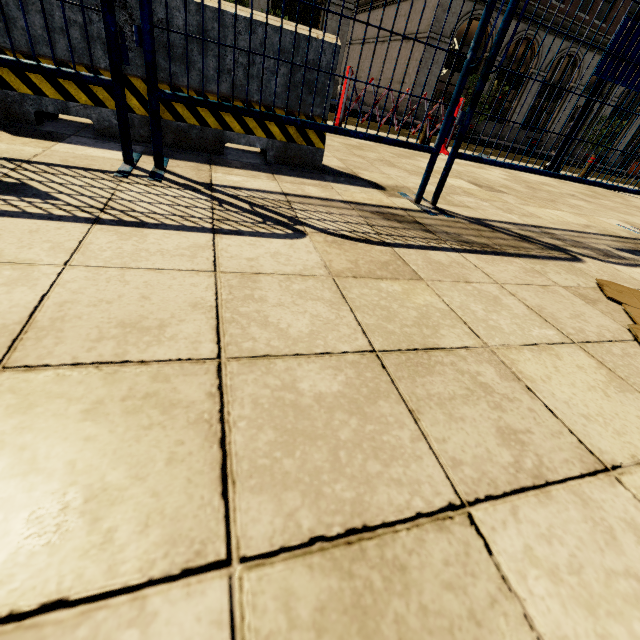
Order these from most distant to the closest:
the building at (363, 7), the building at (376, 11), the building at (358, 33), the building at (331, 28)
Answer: the building at (358, 33) → the building at (363, 7) → the building at (376, 11) → the building at (331, 28)

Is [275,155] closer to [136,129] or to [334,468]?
[136,129]

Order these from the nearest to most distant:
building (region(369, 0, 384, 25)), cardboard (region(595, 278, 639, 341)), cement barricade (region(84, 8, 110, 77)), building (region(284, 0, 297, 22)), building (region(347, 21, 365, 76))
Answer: cardboard (region(595, 278, 639, 341)) → cement barricade (region(84, 8, 110, 77)) → building (region(284, 0, 297, 22)) → building (region(369, 0, 384, 25)) → building (region(347, 21, 365, 76))

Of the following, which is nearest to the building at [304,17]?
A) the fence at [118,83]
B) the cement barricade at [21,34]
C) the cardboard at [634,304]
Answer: the cement barricade at [21,34]

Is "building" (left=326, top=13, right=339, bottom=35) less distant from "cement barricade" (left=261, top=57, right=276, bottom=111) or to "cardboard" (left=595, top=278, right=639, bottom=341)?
"cement barricade" (left=261, top=57, right=276, bottom=111)

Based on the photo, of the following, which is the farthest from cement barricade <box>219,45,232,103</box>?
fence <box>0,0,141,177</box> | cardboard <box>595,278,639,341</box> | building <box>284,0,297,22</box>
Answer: building <box>284,0,297,22</box>

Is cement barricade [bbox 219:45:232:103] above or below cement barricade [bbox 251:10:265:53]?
below
